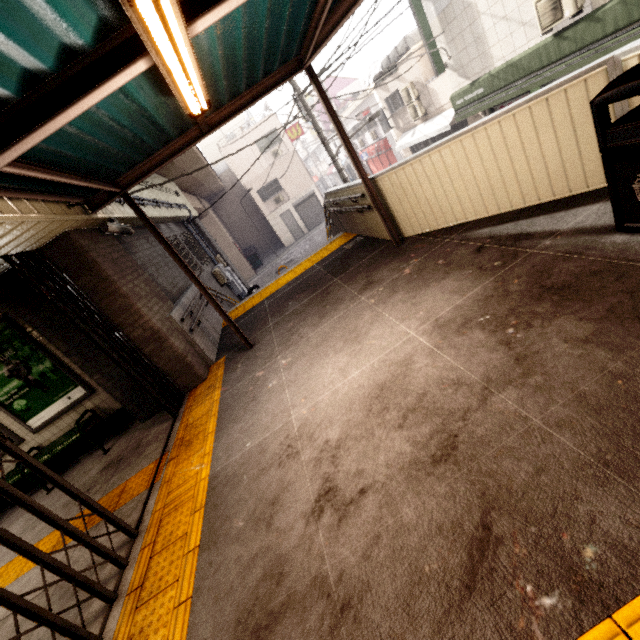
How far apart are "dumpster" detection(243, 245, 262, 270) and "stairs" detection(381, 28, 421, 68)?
14.86m

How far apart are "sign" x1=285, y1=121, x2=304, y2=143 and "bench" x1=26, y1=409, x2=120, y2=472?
25.49m

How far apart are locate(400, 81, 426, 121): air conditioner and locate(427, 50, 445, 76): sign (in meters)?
3.79

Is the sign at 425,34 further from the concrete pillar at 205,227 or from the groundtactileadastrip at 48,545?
the groundtactileadastrip at 48,545

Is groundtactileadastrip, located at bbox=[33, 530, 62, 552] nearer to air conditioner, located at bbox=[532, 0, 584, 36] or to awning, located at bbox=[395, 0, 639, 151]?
awning, located at bbox=[395, 0, 639, 151]

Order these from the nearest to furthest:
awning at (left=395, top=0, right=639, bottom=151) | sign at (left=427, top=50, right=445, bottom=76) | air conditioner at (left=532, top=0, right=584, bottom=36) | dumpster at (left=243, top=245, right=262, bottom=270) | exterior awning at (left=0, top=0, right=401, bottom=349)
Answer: exterior awning at (left=0, top=0, right=401, bottom=349), awning at (left=395, top=0, right=639, bottom=151), air conditioner at (left=532, top=0, right=584, bottom=36), sign at (left=427, top=50, right=445, bottom=76), dumpster at (left=243, top=245, right=262, bottom=270)

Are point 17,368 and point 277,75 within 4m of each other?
no

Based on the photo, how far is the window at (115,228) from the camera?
5.3m
